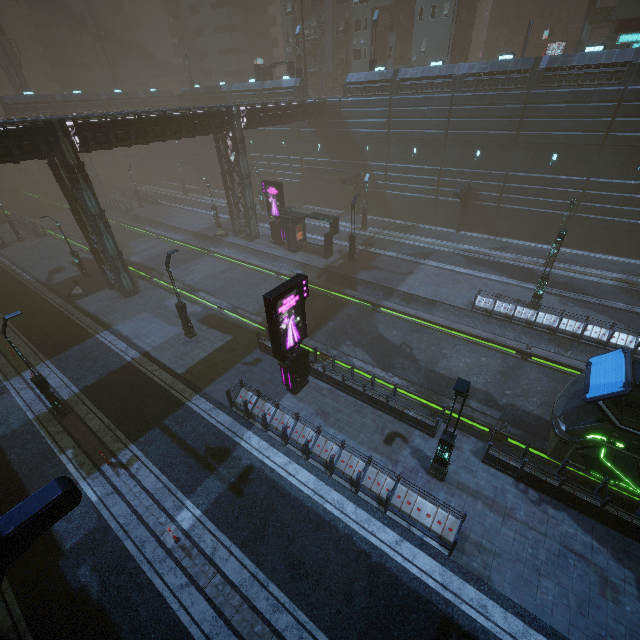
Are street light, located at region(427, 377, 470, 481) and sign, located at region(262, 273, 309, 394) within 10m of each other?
yes

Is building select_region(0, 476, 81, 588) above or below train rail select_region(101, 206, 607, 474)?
above

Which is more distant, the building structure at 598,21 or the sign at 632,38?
the building structure at 598,21

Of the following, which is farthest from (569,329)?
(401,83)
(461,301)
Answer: (401,83)

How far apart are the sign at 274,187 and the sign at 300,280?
18.08m

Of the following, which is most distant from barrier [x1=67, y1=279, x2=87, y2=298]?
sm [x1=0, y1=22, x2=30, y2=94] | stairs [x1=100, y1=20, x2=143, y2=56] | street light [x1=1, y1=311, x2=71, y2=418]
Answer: stairs [x1=100, y1=20, x2=143, y2=56]

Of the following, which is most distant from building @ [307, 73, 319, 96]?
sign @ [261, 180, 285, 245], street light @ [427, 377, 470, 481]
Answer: street light @ [427, 377, 470, 481]

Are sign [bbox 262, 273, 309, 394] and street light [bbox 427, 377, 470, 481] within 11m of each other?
yes
